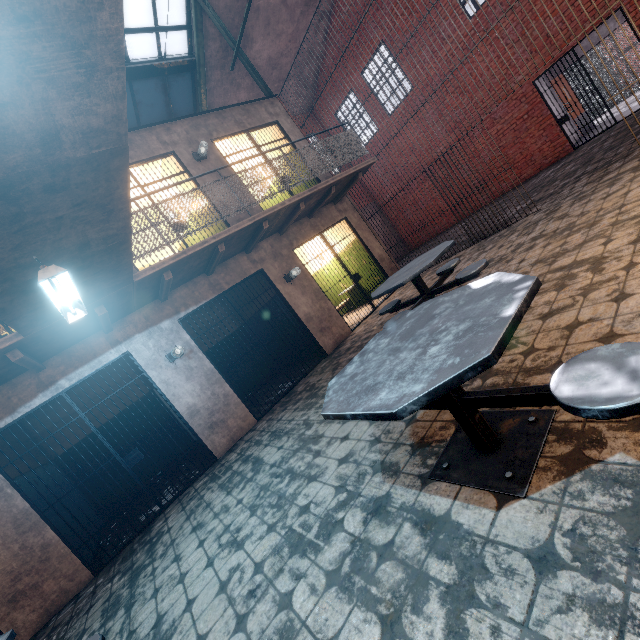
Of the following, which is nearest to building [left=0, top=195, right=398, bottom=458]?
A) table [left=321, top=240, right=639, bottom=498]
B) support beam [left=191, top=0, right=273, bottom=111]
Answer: support beam [left=191, top=0, right=273, bottom=111]

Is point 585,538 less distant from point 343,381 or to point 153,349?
point 343,381

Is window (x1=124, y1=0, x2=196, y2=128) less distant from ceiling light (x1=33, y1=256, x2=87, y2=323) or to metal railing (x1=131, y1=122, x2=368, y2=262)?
metal railing (x1=131, y1=122, x2=368, y2=262)

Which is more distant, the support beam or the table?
the support beam

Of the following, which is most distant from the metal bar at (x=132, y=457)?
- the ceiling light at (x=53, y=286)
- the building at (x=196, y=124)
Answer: the ceiling light at (x=53, y=286)

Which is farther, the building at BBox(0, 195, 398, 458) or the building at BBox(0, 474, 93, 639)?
the building at BBox(0, 195, 398, 458)

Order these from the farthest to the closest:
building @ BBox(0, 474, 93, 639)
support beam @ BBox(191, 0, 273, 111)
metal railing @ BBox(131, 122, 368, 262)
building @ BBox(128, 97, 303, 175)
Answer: support beam @ BBox(191, 0, 273, 111) < building @ BBox(128, 97, 303, 175) < metal railing @ BBox(131, 122, 368, 262) < building @ BBox(0, 474, 93, 639)

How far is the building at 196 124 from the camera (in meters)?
6.41
